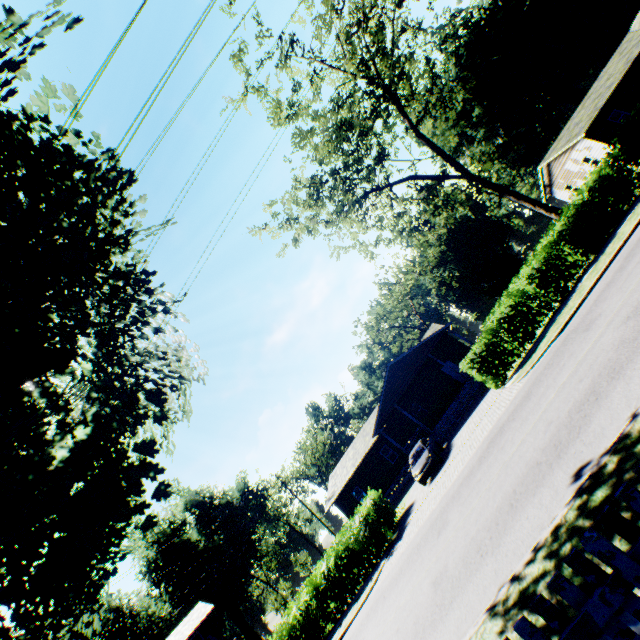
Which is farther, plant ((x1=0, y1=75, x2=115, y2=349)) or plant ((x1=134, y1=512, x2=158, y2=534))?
plant ((x1=134, y1=512, x2=158, y2=534))

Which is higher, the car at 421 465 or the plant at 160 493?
the plant at 160 493

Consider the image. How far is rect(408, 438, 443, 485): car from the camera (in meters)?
18.55

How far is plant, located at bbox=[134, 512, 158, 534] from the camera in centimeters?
1065cm

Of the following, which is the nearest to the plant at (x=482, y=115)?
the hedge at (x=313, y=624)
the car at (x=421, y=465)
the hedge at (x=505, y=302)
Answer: the hedge at (x=313, y=624)

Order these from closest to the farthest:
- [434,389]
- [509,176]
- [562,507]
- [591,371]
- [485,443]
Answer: [562,507] < [591,371] < [485,443] < [434,389] < [509,176]

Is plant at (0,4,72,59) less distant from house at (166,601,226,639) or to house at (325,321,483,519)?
house at (325,321,483,519)
